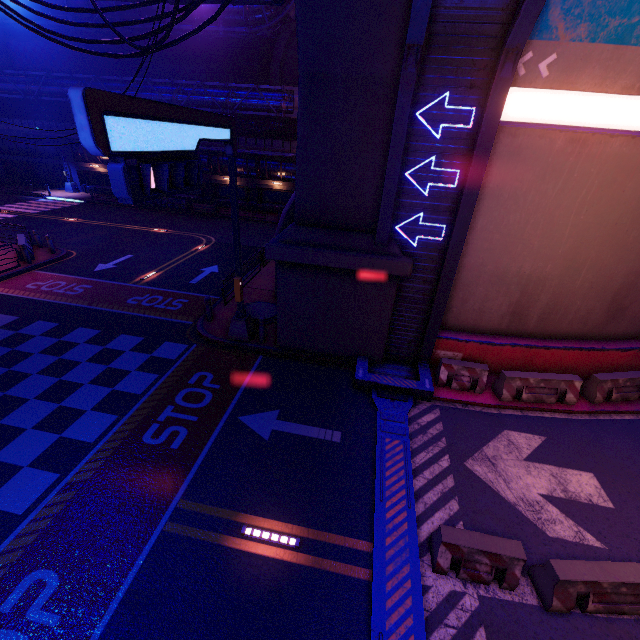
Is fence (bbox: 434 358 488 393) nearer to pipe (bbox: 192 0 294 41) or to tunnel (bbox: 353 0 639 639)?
tunnel (bbox: 353 0 639 639)

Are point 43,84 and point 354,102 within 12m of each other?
no

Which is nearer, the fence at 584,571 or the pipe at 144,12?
the fence at 584,571

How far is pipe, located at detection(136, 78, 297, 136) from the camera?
27.4 meters

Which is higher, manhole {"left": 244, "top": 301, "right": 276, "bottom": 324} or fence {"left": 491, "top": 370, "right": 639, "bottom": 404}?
fence {"left": 491, "top": 370, "right": 639, "bottom": 404}

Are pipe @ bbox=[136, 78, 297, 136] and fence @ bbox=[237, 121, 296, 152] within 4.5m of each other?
yes

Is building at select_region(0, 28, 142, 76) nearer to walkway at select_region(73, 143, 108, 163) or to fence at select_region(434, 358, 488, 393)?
walkway at select_region(73, 143, 108, 163)

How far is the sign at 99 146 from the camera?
4.8m
